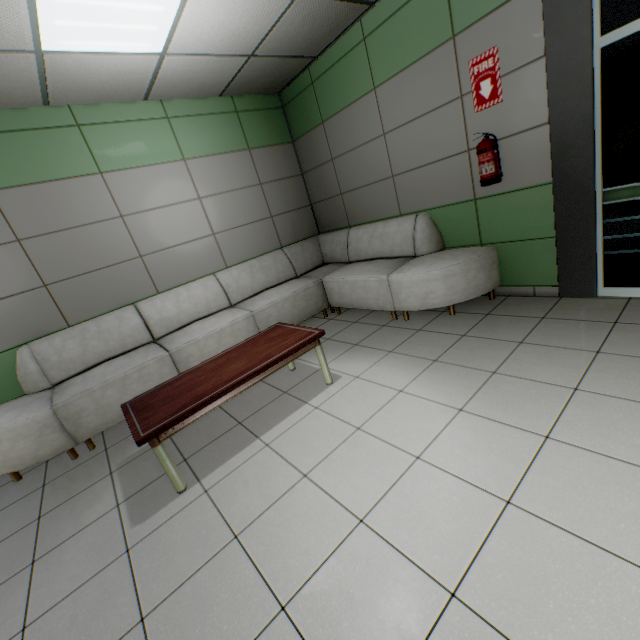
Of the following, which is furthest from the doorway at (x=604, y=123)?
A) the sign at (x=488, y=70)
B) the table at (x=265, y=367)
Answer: the table at (x=265, y=367)

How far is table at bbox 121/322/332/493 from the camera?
2.1m

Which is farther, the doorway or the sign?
the sign

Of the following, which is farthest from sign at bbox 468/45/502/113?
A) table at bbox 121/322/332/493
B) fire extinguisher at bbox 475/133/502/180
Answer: table at bbox 121/322/332/493

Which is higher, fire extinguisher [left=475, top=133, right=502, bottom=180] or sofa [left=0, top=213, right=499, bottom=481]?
fire extinguisher [left=475, top=133, right=502, bottom=180]

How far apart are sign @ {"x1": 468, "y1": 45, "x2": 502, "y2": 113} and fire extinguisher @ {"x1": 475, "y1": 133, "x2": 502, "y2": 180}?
0.3 meters

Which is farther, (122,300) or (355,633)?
(122,300)

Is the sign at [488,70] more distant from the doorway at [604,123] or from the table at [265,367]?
the table at [265,367]
